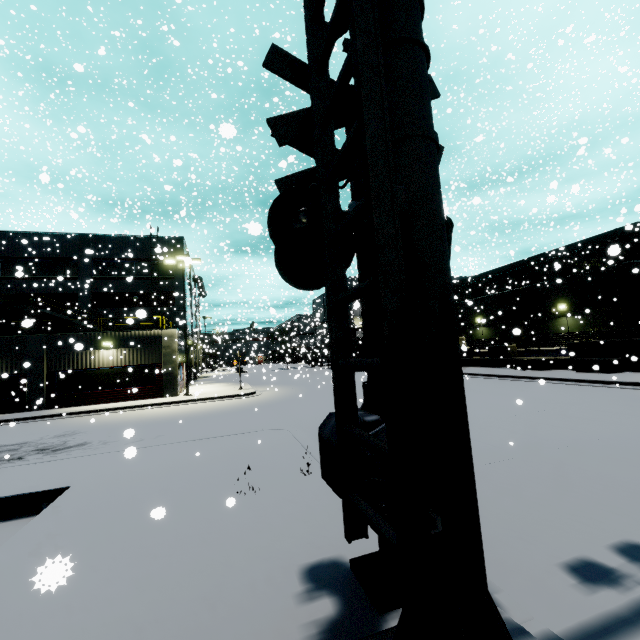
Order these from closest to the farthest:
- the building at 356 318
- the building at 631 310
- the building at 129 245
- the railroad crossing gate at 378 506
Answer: the railroad crossing gate at 378 506 → the building at 356 318 → the building at 631 310 → the building at 129 245

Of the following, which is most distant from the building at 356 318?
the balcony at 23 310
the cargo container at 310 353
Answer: the cargo container at 310 353

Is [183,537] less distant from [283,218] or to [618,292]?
[283,218]

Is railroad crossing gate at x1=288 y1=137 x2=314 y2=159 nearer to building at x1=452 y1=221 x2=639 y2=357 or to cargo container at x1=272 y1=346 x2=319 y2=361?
building at x1=452 y1=221 x2=639 y2=357

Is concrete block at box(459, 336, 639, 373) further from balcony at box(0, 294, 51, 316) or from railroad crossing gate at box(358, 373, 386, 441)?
balcony at box(0, 294, 51, 316)

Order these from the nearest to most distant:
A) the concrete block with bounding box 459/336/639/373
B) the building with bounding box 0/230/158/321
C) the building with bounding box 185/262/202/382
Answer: the concrete block with bounding box 459/336/639/373 → the building with bounding box 0/230/158/321 → the building with bounding box 185/262/202/382

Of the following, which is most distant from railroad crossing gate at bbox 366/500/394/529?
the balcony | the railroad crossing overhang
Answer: the balcony

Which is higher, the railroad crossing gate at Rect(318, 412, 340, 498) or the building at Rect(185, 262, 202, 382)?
the building at Rect(185, 262, 202, 382)
